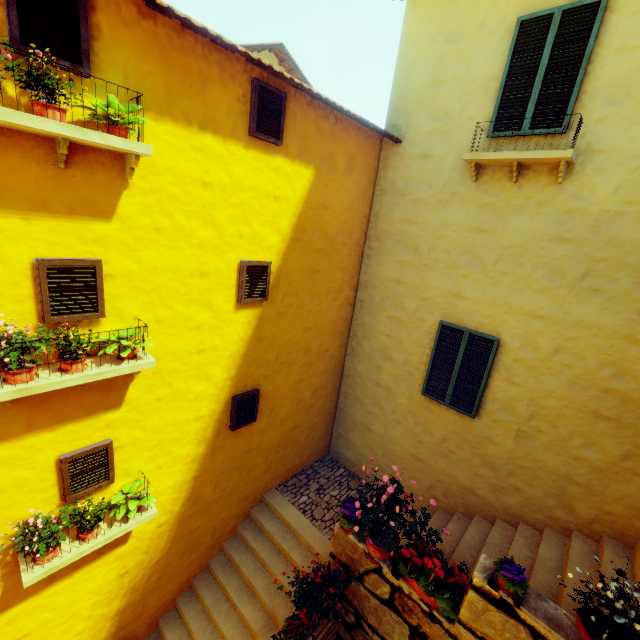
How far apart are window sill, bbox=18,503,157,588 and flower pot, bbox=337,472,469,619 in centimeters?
367cm

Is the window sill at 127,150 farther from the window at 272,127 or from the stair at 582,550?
the stair at 582,550

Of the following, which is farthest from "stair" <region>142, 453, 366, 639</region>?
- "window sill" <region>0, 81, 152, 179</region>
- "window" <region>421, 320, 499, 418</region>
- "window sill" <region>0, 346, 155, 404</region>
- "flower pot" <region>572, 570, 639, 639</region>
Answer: "window sill" <region>0, 81, 152, 179</region>

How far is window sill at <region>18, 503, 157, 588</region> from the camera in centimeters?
388cm

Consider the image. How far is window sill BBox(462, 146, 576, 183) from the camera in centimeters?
458cm

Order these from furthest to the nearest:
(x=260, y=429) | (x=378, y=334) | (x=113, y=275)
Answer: (x=378, y=334)
(x=260, y=429)
(x=113, y=275)

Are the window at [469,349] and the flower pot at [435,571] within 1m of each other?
no

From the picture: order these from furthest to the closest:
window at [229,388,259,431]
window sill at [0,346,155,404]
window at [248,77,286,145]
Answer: window at [229,388,259,431], window at [248,77,286,145], window sill at [0,346,155,404]
